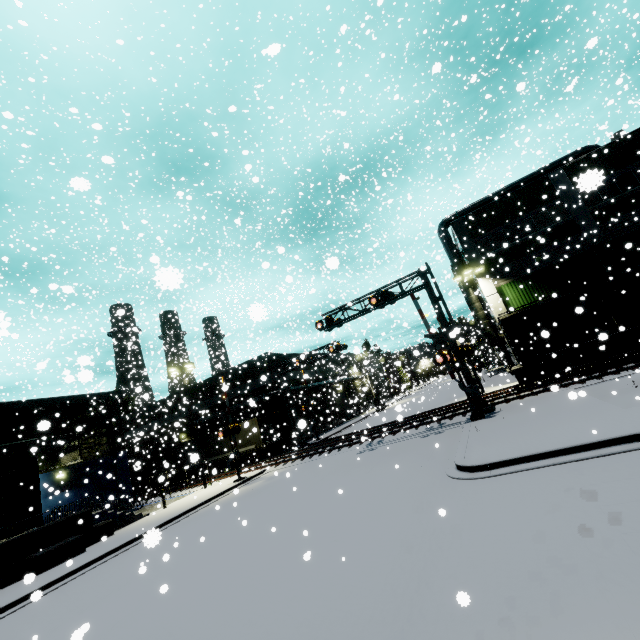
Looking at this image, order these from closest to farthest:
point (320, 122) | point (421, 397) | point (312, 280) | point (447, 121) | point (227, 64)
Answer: point (421, 397)
point (227, 64)
point (447, 121)
point (312, 280)
point (320, 122)

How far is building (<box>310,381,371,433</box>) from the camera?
36.5 meters

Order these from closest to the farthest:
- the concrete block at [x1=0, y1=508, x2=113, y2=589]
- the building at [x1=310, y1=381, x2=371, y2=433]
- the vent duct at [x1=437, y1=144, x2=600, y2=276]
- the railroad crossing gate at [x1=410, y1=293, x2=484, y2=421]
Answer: the concrete block at [x1=0, y1=508, x2=113, y2=589] → the railroad crossing gate at [x1=410, y1=293, x2=484, y2=421] → the vent duct at [x1=437, y1=144, x2=600, y2=276] → the building at [x1=310, y1=381, x2=371, y2=433]

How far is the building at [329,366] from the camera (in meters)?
37.30

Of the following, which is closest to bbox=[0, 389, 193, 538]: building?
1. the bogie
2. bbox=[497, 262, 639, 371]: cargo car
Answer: bbox=[497, 262, 639, 371]: cargo car

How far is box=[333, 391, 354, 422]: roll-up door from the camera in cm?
4792

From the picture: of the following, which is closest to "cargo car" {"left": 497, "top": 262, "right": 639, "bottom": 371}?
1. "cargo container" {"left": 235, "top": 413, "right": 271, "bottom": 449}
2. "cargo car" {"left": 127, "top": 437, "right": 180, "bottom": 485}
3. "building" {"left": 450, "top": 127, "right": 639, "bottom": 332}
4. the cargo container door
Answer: "building" {"left": 450, "top": 127, "right": 639, "bottom": 332}

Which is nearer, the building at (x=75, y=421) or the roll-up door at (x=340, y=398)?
the building at (x=75, y=421)
